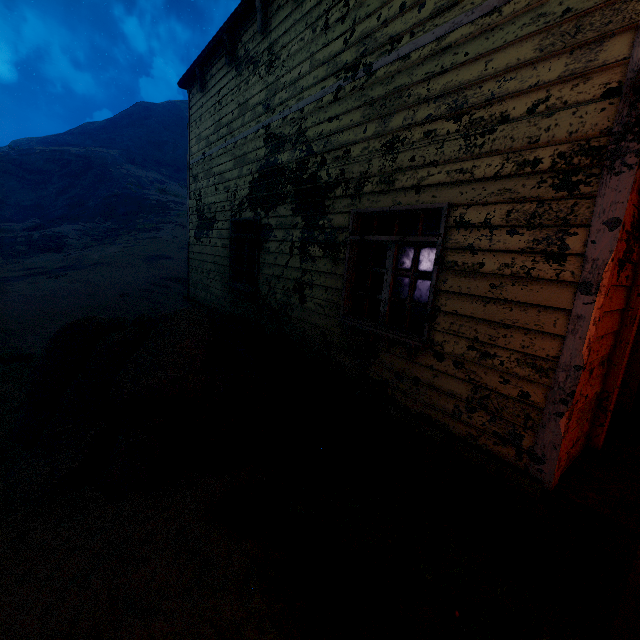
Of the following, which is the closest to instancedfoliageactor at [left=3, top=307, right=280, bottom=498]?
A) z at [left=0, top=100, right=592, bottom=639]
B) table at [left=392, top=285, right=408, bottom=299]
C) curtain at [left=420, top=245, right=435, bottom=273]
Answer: z at [left=0, top=100, right=592, bottom=639]

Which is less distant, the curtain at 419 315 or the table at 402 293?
the curtain at 419 315

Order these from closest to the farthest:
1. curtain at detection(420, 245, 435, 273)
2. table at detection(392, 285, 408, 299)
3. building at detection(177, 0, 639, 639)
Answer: building at detection(177, 0, 639, 639) → curtain at detection(420, 245, 435, 273) → table at detection(392, 285, 408, 299)

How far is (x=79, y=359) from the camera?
4.34m

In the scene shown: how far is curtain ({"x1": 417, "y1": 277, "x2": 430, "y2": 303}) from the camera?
3.7 meters

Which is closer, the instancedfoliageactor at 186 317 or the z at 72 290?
the z at 72 290

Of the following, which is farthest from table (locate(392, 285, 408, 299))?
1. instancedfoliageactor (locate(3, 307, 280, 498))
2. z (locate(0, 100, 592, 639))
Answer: instancedfoliageactor (locate(3, 307, 280, 498))

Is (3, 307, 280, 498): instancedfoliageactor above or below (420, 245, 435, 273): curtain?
below
